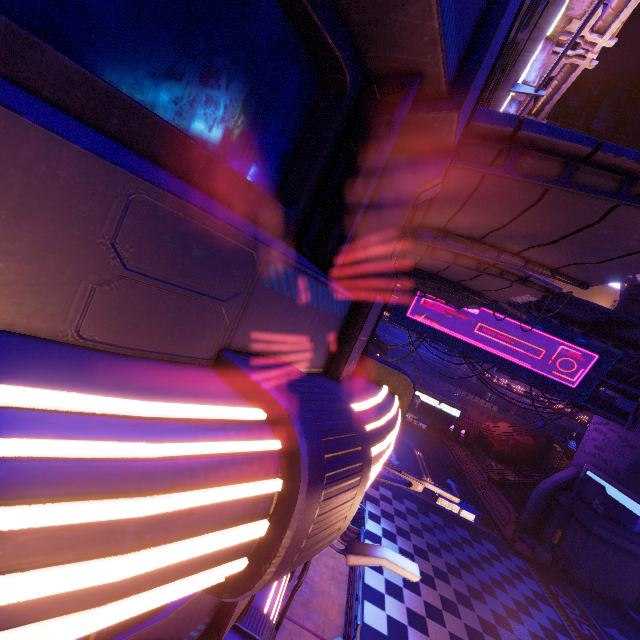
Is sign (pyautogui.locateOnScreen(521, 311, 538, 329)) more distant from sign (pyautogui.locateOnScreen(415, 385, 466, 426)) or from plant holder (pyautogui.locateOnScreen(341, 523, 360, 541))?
plant holder (pyautogui.locateOnScreen(341, 523, 360, 541))

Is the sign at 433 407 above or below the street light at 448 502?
below

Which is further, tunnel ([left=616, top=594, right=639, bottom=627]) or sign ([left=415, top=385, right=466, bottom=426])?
sign ([left=415, top=385, right=466, bottom=426])

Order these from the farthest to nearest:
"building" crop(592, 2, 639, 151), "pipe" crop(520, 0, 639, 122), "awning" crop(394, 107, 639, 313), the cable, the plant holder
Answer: "building" crop(592, 2, 639, 151) < the plant holder < "pipe" crop(520, 0, 639, 122) < the cable < "awning" crop(394, 107, 639, 313)

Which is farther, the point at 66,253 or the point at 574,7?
the point at 574,7

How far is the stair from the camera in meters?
29.0 m

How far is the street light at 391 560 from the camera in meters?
5.8

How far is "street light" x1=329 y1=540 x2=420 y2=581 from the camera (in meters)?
5.78
